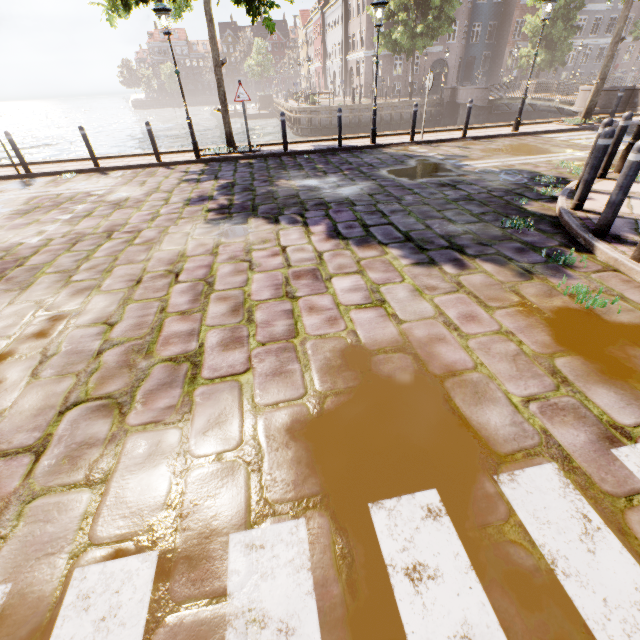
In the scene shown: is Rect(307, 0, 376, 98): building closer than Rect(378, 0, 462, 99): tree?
No

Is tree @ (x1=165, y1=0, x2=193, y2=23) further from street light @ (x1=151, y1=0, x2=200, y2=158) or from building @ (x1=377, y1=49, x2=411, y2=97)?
building @ (x1=377, y1=49, x2=411, y2=97)

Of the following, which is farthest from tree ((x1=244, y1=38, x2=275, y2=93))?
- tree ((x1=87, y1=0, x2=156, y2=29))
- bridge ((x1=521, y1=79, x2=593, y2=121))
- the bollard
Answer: the bollard

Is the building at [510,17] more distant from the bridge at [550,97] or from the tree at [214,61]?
the bridge at [550,97]

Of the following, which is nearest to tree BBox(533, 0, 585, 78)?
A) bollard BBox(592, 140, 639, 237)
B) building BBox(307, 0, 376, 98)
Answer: building BBox(307, 0, 376, 98)

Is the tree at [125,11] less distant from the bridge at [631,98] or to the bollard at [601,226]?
the bridge at [631,98]

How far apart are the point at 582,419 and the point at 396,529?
1.52m

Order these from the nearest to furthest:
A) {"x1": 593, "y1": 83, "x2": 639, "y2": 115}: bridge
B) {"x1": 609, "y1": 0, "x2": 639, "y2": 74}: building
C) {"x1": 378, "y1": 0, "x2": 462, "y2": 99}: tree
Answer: {"x1": 593, "y1": 83, "x2": 639, "y2": 115}: bridge, {"x1": 378, "y1": 0, "x2": 462, "y2": 99}: tree, {"x1": 609, "y1": 0, "x2": 639, "y2": 74}: building
